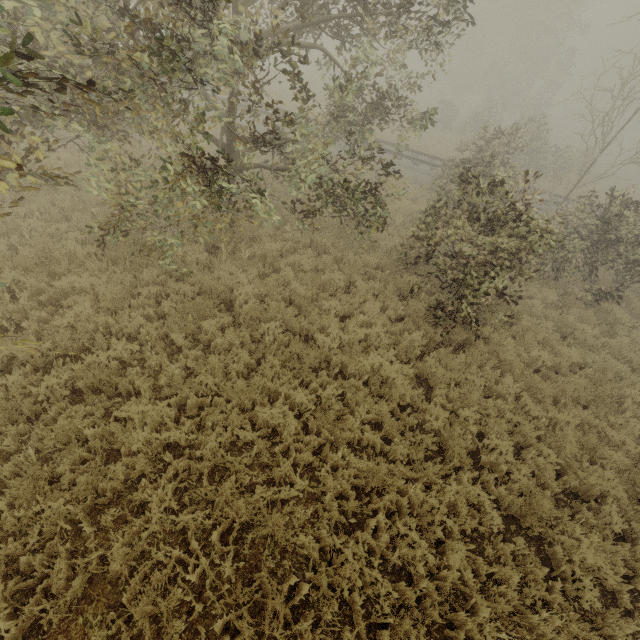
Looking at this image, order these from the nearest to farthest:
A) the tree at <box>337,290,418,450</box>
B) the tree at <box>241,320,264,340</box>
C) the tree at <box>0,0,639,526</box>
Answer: the tree at <box>0,0,639,526</box>, the tree at <box>337,290,418,450</box>, the tree at <box>241,320,264,340</box>

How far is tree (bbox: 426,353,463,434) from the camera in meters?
6.3

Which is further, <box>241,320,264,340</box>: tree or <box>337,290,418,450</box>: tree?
<box>241,320,264,340</box>: tree

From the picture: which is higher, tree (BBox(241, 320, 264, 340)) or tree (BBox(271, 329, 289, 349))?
tree (BBox(271, 329, 289, 349))

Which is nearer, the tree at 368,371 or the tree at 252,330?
the tree at 368,371

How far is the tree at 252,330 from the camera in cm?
674

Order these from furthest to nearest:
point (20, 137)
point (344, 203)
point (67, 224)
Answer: point (344, 203), point (67, 224), point (20, 137)
